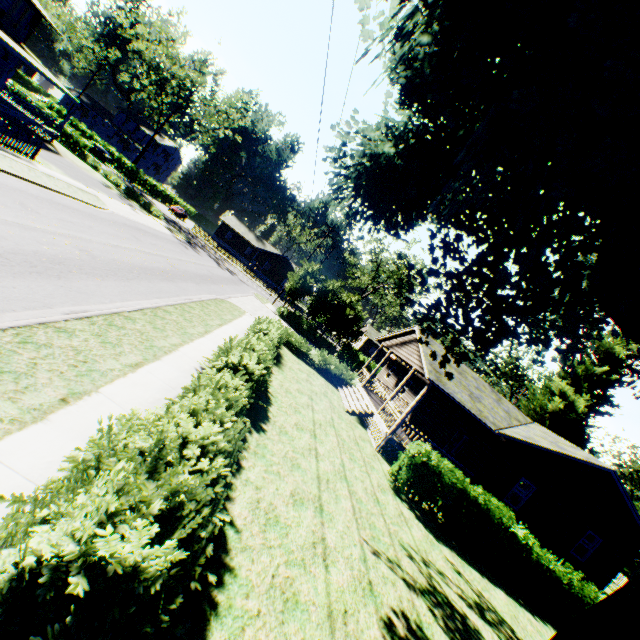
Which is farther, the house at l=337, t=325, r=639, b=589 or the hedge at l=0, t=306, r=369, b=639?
the house at l=337, t=325, r=639, b=589

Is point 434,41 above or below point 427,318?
above

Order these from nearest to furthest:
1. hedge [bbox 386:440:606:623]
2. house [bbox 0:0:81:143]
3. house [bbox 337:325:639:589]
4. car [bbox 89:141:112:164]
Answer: hedge [bbox 386:440:606:623], house [bbox 337:325:639:589], house [bbox 0:0:81:143], car [bbox 89:141:112:164]

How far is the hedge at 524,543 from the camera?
12.7 meters

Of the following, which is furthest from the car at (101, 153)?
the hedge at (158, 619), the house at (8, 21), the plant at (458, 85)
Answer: the hedge at (158, 619)

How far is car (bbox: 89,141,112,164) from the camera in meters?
44.3

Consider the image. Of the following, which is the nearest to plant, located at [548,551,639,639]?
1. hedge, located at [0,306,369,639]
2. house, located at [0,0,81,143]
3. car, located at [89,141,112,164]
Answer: house, located at [0,0,81,143]
